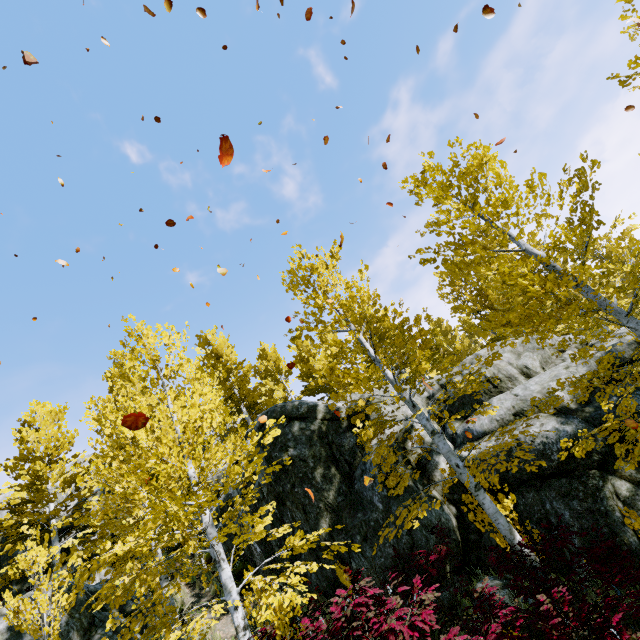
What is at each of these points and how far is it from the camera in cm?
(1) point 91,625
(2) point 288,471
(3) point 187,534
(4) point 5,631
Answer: (1) rock, 852
(2) rock, 1038
(3) instancedfoliageactor, 516
(4) rock, 772

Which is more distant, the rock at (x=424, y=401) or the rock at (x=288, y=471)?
the rock at (x=424, y=401)

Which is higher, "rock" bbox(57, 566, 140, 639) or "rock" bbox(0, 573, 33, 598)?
"rock" bbox(0, 573, 33, 598)

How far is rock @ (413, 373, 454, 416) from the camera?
11.5m

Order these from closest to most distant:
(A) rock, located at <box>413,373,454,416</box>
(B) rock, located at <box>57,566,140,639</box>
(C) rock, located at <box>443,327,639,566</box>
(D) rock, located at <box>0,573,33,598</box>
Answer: (C) rock, located at <box>443,327,639,566</box>, (B) rock, located at <box>57,566,140,639</box>, (D) rock, located at <box>0,573,33,598</box>, (A) rock, located at <box>413,373,454,416</box>
